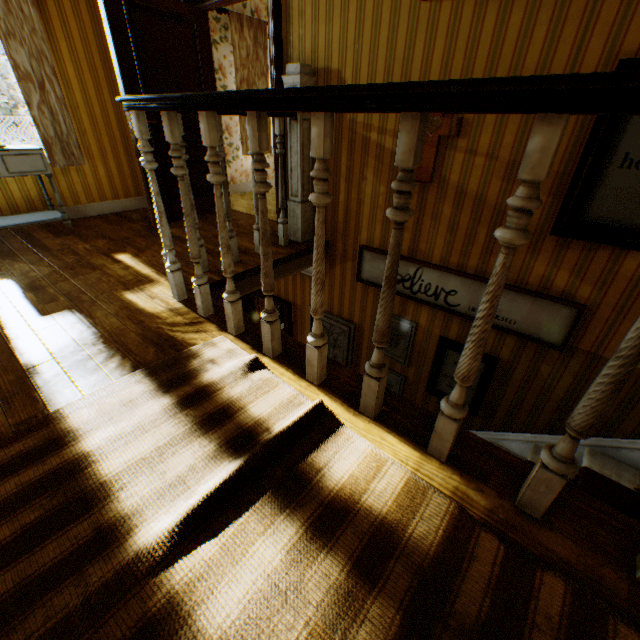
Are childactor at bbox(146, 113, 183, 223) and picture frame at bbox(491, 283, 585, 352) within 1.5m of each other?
no

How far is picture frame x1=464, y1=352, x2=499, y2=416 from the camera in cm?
302

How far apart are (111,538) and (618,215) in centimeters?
313cm

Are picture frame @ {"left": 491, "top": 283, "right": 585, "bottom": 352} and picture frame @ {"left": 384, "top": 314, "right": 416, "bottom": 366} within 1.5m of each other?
yes

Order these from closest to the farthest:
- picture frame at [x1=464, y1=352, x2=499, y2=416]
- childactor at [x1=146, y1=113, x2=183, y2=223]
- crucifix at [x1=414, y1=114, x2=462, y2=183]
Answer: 1. crucifix at [x1=414, y1=114, x2=462, y2=183]
2. picture frame at [x1=464, y1=352, x2=499, y2=416]
3. childactor at [x1=146, y1=113, x2=183, y2=223]

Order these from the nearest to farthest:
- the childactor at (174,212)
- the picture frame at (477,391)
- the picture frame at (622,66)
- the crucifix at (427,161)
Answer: the picture frame at (622,66), the crucifix at (427,161), the picture frame at (477,391), the childactor at (174,212)

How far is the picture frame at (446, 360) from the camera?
3.2 meters
